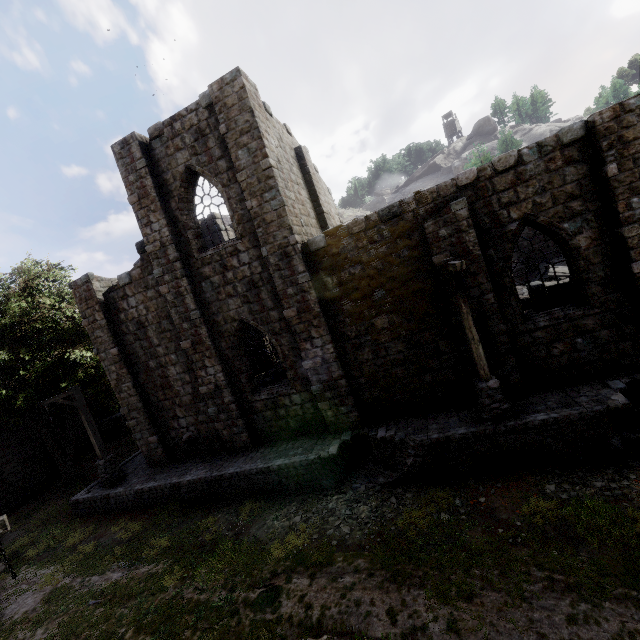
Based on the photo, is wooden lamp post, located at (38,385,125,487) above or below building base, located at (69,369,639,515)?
above

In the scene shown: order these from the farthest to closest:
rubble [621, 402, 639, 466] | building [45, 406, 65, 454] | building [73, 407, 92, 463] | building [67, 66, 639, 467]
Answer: building [73, 407, 92, 463], building [45, 406, 65, 454], building [67, 66, 639, 467], rubble [621, 402, 639, 466]

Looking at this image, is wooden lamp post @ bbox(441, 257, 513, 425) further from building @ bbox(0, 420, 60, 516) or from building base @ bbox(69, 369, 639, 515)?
building @ bbox(0, 420, 60, 516)

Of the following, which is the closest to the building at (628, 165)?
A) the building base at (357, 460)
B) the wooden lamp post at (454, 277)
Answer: the building base at (357, 460)

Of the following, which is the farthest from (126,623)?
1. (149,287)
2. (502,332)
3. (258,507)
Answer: (502,332)

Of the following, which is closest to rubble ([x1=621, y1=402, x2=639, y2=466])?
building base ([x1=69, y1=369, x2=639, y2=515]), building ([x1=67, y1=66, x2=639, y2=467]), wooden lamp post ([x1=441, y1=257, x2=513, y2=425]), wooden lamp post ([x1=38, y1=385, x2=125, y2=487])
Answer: building base ([x1=69, y1=369, x2=639, y2=515])

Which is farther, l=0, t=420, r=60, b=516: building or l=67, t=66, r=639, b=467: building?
l=0, t=420, r=60, b=516: building

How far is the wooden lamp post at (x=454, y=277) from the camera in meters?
8.4
